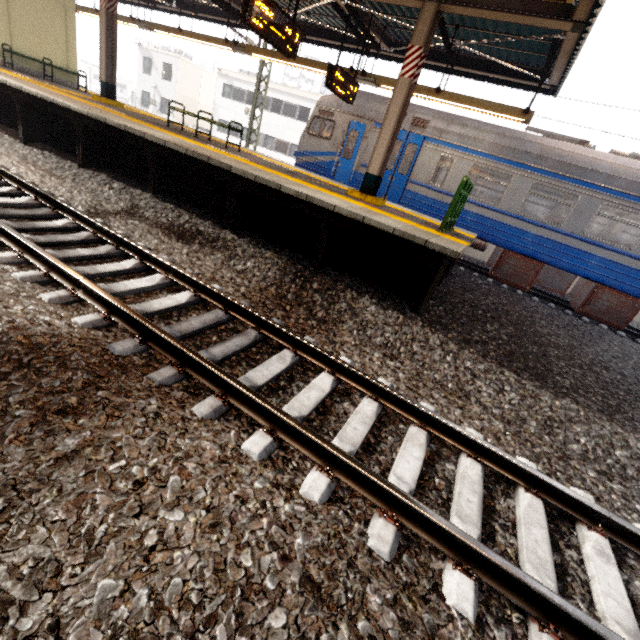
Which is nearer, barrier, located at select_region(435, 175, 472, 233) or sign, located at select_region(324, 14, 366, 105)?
barrier, located at select_region(435, 175, 472, 233)

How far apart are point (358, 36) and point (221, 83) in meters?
28.6 m

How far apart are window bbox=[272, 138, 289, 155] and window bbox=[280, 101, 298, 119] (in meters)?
1.72

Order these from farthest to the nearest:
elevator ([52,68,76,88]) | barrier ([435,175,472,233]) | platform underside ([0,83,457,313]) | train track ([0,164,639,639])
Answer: elevator ([52,68,76,88]) → barrier ([435,175,472,233]) → platform underside ([0,83,457,313]) → train track ([0,164,639,639])

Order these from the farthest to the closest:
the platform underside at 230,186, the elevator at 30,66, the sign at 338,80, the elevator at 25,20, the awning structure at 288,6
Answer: the elevator at 30,66
the elevator at 25,20
the awning structure at 288,6
the sign at 338,80
the platform underside at 230,186

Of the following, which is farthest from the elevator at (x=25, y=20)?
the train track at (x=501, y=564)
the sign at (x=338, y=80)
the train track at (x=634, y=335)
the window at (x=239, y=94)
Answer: the window at (x=239, y=94)

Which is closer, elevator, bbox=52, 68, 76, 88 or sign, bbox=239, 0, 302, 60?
sign, bbox=239, 0, 302, 60

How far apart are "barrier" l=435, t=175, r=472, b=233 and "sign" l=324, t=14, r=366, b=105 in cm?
434
